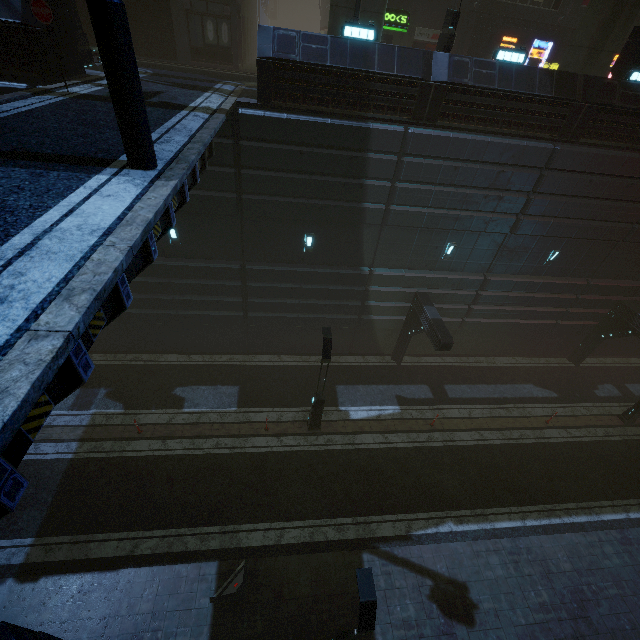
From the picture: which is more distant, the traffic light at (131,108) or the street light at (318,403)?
the street light at (318,403)

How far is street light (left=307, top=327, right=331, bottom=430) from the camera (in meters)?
12.04

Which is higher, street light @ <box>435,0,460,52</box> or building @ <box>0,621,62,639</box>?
street light @ <box>435,0,460,52</box>

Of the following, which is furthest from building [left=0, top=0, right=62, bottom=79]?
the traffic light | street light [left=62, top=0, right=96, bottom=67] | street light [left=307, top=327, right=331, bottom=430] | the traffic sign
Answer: street light [left=307, top=327, right=331, bottom=430]

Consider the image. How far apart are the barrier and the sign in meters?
25.8

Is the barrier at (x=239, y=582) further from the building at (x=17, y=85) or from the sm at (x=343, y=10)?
the sm at (x=343, y=10)

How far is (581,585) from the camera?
11.75m

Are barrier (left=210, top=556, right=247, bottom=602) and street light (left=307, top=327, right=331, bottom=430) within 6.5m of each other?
yes
